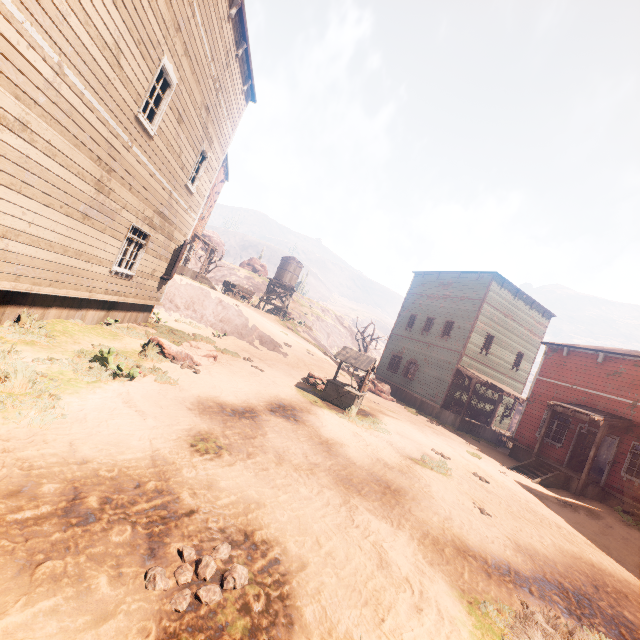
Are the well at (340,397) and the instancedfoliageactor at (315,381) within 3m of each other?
yes

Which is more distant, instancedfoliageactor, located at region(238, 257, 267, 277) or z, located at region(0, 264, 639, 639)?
instancedfoliageactor, located at region(238, 257, 267, 277)

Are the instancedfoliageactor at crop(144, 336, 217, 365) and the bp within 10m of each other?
no

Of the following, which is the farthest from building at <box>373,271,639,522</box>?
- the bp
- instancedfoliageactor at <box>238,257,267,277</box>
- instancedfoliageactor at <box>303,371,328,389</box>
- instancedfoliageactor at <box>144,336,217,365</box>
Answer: instancedfoliageactor at <box>238,257,267,277</box>

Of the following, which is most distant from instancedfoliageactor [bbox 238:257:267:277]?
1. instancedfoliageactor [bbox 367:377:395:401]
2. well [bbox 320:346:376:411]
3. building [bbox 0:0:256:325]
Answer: well [bbox 320:346:376:411]

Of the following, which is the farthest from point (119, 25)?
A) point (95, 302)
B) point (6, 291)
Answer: point (95, 302)

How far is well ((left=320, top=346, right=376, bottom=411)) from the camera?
12.8 meters

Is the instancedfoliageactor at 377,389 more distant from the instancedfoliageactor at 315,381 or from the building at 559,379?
the instancedfoliageactor at 315,381
